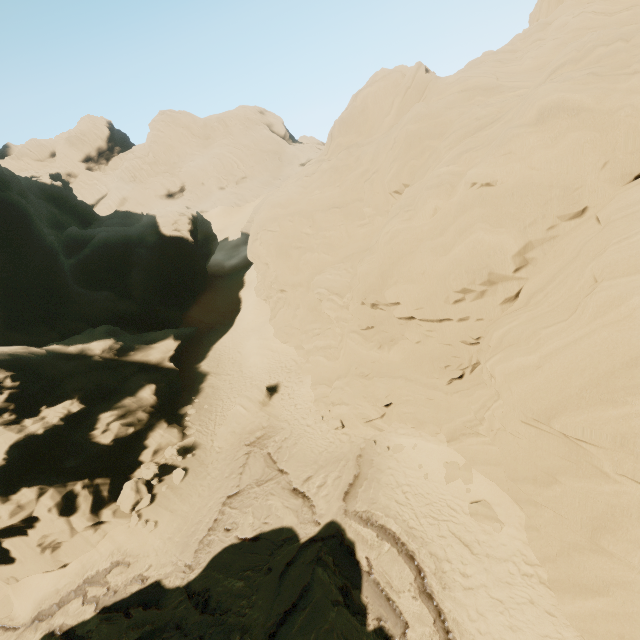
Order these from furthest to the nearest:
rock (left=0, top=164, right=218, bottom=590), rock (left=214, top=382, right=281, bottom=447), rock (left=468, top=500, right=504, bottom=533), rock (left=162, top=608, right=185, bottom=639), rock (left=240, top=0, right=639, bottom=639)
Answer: rock (left=214, top=382, right=281, bottom=447) → rock (left=0, top=164, right=218, bottom=590) → rock (left=162, top=608, right=185, bottom=639) → rock (left=468, top=500, right=504, bottom=533) → rock (left=240, top=0, right=639, bottom=639)

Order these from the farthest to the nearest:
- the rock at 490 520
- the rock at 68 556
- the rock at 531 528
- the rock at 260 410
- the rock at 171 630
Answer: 1. the rock at 260 410
2. the rock at 68 556
3. the rock at 171 630
4. the rock at 490 520
5. the rock at 531 528

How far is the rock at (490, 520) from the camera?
11.76m

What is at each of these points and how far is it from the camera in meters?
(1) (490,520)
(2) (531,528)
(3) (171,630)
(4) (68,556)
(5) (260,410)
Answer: (1) rock, 12.0 m
(2) rock, 11.0 m
(3) rock, 12.9 m
(4) rock, 16.7 m
(5) rock, 21.6 m

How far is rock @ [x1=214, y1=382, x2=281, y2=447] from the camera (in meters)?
20.61

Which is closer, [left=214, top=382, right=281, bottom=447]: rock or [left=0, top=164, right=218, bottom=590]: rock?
[left=0, top=164, right=218, bottom=590]: rock
